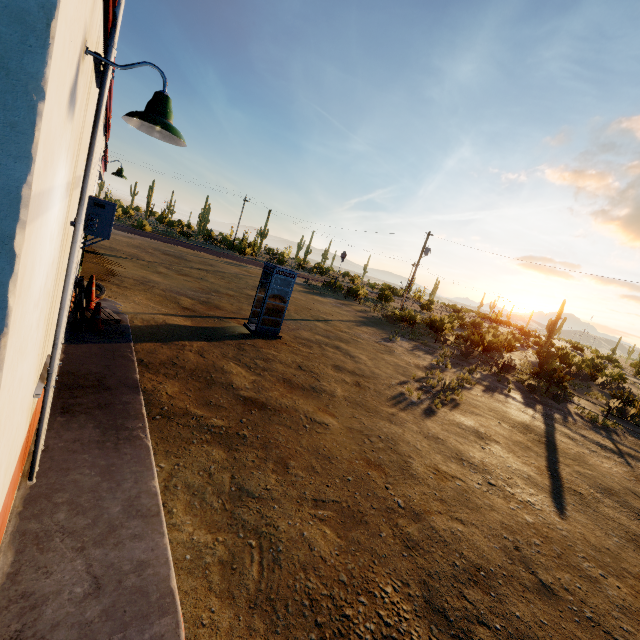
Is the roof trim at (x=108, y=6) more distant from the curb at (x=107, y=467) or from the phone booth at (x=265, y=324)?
the phone booth at (x=265, y=324)

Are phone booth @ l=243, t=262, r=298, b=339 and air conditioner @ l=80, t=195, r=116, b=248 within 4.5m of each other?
no

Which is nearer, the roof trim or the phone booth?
the roof trim

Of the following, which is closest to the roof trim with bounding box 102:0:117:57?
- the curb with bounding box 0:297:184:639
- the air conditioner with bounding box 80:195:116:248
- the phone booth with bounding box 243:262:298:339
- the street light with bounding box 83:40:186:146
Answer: the street light with bounding box 83:40:186:146

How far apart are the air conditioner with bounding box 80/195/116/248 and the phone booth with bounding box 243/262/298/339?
6.6m

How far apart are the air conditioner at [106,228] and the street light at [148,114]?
2.5 meters

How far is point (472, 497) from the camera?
6.2 meters

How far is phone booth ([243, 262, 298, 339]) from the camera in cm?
1190
